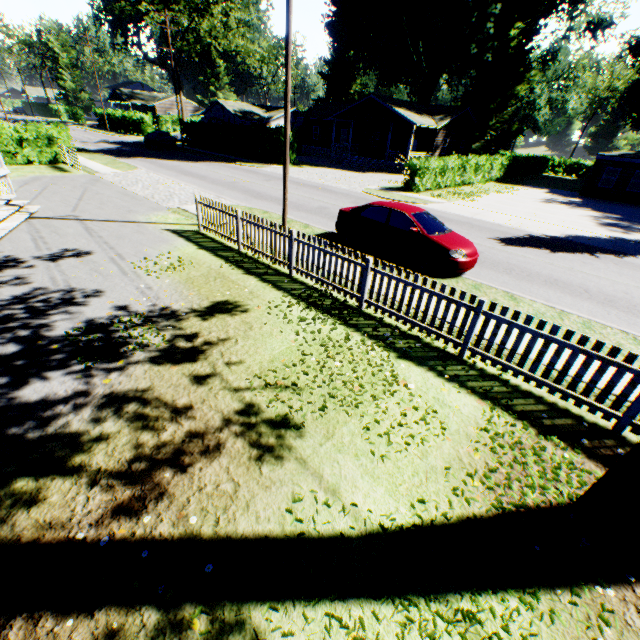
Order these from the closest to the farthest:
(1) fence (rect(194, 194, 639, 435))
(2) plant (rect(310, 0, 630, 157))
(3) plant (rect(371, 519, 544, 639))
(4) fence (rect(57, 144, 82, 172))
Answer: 1. (3) plant (rect(371, 519, 544, 639))
2. (1) fence (rect(194, 194, 639, 435))
3. (4) fence (rect(57, 144, 82, 172))
4. (2) plant (rect(310, 0, 630, 157))

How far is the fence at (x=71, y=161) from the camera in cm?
1959

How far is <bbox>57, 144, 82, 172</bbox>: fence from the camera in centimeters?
1959cm

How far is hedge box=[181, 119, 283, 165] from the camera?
30.55m

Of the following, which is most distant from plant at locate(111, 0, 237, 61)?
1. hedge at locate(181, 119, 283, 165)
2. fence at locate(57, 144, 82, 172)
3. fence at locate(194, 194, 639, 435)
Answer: fence at locate(194, 194, 639, 435)

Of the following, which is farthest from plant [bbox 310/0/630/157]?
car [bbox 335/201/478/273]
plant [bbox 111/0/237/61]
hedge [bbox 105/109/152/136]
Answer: plant [bbox 111/0/237/61]

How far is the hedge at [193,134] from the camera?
30.5 meters

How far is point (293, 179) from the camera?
24.47m
